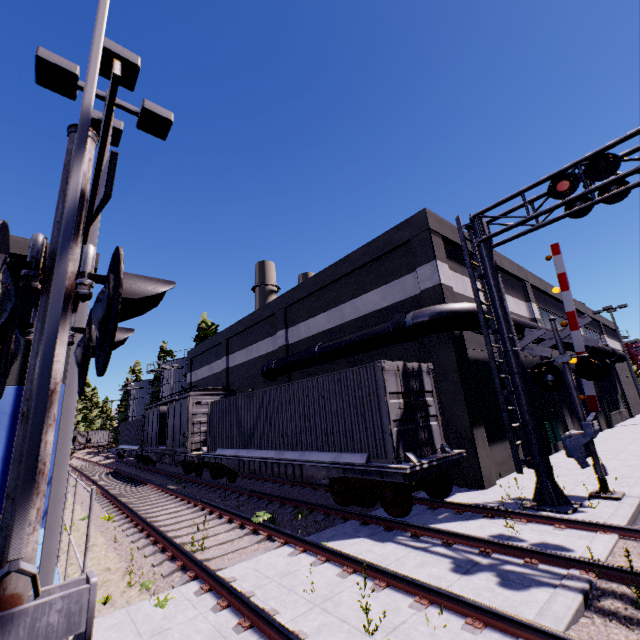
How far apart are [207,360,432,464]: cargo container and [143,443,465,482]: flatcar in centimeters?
1cm

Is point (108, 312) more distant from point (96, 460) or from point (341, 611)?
point (96, 460)

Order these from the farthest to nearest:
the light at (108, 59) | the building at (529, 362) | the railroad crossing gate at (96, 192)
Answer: the building at (529, 362) < the light at (108, 59) < the railroad crossing gate at (96, 192)

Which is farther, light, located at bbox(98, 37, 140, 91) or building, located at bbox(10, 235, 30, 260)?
building, located at bbox(10, 235, 30, 260)

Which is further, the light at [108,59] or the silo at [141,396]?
the silo at [141,396]

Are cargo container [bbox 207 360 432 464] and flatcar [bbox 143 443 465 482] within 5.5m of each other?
yes

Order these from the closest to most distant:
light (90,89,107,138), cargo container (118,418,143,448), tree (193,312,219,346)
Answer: light (90,89,107,138), cargo container (118,418,143,448), tree (193,312,219,346)

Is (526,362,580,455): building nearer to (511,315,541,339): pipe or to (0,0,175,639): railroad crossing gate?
(511,315,541,339): pipe
